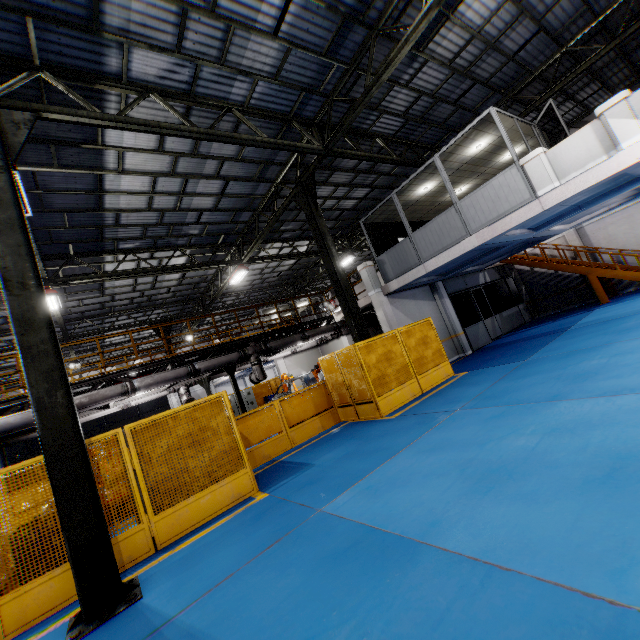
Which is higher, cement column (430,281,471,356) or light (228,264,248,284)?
light (228,264,248,284)

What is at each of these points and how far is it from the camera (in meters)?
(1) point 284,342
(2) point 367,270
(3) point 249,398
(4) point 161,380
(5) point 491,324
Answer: (1) vent pipe, 13.92
(2) cement column, 13.69
(3) cabinet, 21.86
(4) vent pipe, 10.92
(5) door, 17.09

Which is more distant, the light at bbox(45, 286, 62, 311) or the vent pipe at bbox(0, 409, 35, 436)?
the light at bbox(45, 286, 62, 311)

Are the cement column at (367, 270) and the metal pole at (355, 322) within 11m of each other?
yes

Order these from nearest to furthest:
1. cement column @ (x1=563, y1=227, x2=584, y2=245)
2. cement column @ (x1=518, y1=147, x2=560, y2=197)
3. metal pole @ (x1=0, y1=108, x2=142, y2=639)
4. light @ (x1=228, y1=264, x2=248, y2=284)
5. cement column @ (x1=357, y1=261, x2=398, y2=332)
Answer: metal pole @ (x1=0, y1=108, x2=142, y2=639)
cement column @ (x1=518, y1=147, x2=560, y2=197)
cement column @ (x1=357, y1=261, x2=398, y2=332)
light @ (x1=228, y1=264, x2=248, y2=284)
cement column @ (x1=563, y1=227, x2=584, y2=245)

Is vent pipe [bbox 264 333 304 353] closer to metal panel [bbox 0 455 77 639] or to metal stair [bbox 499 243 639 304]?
metal panel [bbox 0 455 77 639]

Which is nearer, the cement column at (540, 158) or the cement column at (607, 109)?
the cement column at (607, 109)

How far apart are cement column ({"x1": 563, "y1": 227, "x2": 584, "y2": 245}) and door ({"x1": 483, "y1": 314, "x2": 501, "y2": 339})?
5.42m
